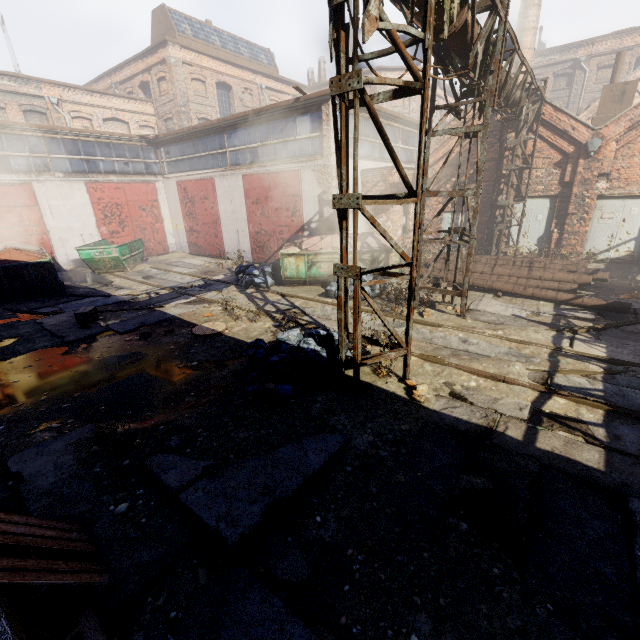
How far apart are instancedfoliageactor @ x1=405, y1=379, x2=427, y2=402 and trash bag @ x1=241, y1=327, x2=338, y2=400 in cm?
107

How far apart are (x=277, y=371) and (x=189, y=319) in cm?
488

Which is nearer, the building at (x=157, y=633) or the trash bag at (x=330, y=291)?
the building at (x=157, y=633)

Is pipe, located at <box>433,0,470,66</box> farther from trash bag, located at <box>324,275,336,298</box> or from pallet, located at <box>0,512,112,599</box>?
trash bag, located at <box>324,275,336,298</box>

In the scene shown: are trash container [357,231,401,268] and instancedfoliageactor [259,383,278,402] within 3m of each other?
no

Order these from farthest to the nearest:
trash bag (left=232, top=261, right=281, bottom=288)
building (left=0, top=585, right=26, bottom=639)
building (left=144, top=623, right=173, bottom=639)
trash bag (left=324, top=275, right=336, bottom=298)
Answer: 1. trash bag (left=232, top=261, right=281, bottom=288)
2. trash bag (left=324, top=275, right=336, bottom=298)
3. building (left=144, top=623, right=173, bottom=639)
4. building (left=0, top=585, right=26, bottom=639)

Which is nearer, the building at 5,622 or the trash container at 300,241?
the building at 5,622

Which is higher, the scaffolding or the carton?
the scaffolding
